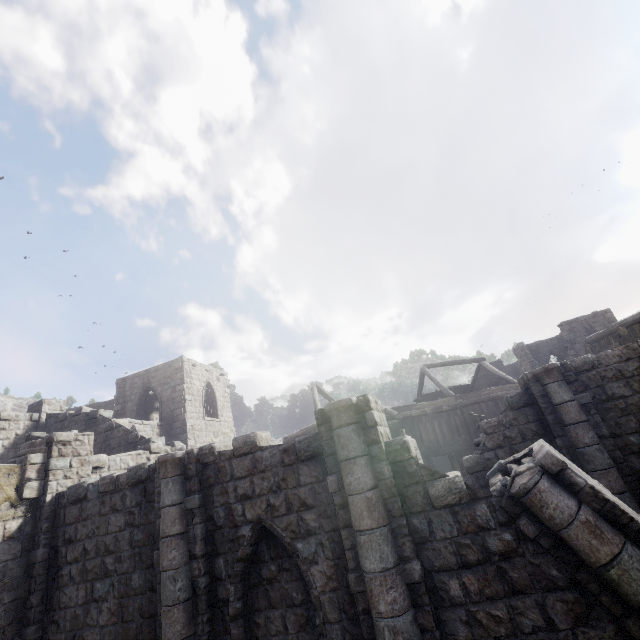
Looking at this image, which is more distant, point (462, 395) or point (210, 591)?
point (462, 395)
